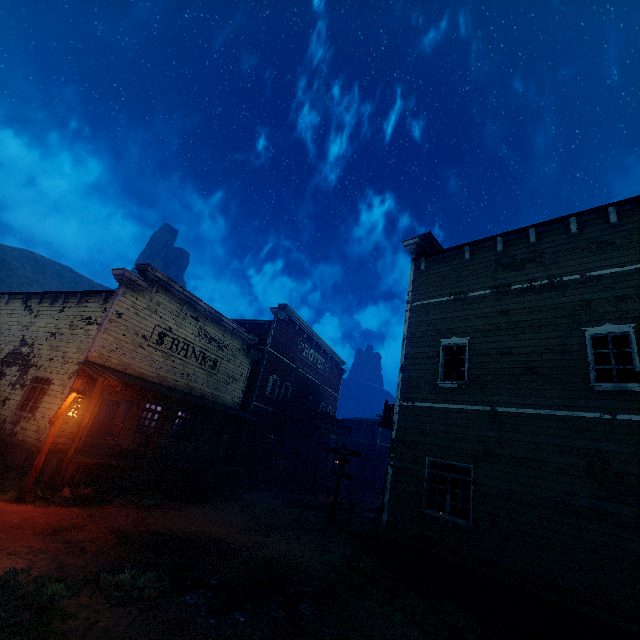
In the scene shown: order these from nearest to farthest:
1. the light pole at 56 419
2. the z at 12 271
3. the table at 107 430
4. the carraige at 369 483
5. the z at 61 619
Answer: the z at 61 619 < the light pole at 56 419 < the table at 107 430 < the carraige at 369 483 < the z at 12 271

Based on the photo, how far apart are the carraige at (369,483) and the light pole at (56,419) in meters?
24.9 m

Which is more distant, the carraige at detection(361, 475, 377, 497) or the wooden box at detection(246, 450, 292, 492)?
the carraige at detection(361, 475, 377, 497)

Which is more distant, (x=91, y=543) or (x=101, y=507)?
(x=101, y=507)

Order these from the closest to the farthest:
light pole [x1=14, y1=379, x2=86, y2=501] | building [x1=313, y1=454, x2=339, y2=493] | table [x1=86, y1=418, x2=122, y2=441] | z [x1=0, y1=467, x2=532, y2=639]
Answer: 1. z [x1=0, y1=467, x2=532, y2=639]
2. light pole [x1=14, y1=379, x2=86, y2=501]
3. table [x1=86, y1=418, x2=122, y2=441]
4. building [x1=313, y1=454, x2=339, y2=493]

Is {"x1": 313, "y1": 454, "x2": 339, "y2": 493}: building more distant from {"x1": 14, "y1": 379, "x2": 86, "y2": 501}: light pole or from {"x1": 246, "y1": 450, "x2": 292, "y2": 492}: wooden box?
{"x1": 14, "y1": 379, "x2": 86, "y2": 501}: light pole

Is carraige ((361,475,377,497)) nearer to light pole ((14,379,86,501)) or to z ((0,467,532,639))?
z ((0,467,532,639))

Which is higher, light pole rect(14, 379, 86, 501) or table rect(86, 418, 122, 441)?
light pole rect(14, 379, 86, 501)
